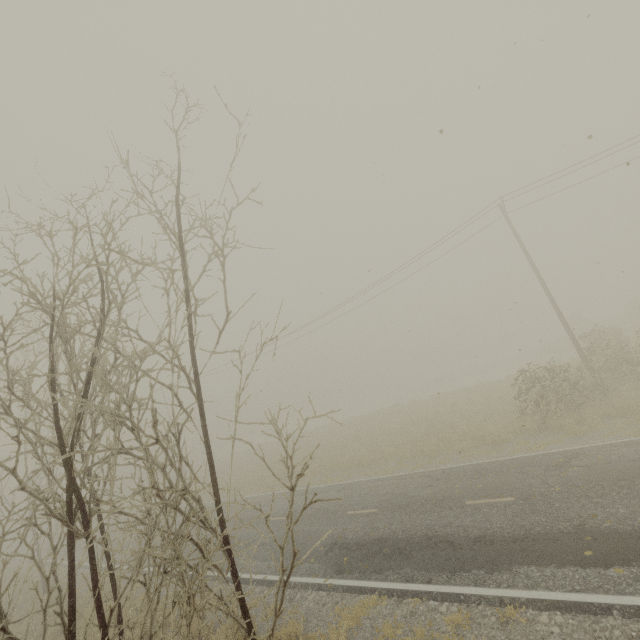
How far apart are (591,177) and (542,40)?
14.0m
